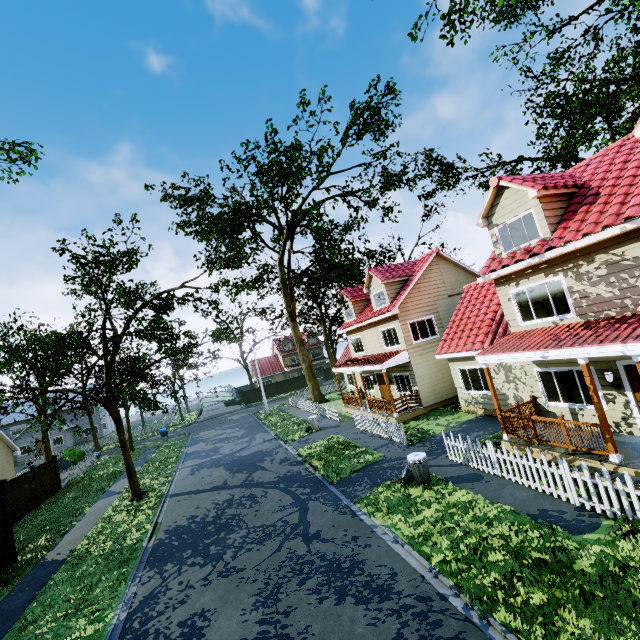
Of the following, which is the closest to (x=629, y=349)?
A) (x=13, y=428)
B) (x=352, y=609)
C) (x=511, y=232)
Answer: (x=511, y=232)

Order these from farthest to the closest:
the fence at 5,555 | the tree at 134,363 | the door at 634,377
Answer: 1. the tree at 134,363
2. the fence at 5,555
3. the door at 634,377

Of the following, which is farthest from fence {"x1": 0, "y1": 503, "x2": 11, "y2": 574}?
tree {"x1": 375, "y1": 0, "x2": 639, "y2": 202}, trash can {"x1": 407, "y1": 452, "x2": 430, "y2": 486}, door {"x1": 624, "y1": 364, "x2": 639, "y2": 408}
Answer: door {"x1": 624, "y1": 364, "x2": 639, "y2": 408}

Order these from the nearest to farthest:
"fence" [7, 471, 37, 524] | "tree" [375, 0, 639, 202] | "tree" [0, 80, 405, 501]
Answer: "tree" [0, 80, 405, 501]
"tree" [375, 0, 639, 202]
"fence" [7, 471, 37, 524]

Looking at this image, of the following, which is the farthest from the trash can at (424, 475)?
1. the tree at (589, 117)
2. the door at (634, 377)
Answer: the tree at (589, 117)

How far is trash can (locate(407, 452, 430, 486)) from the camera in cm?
1050

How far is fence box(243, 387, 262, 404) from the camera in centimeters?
5069cm
